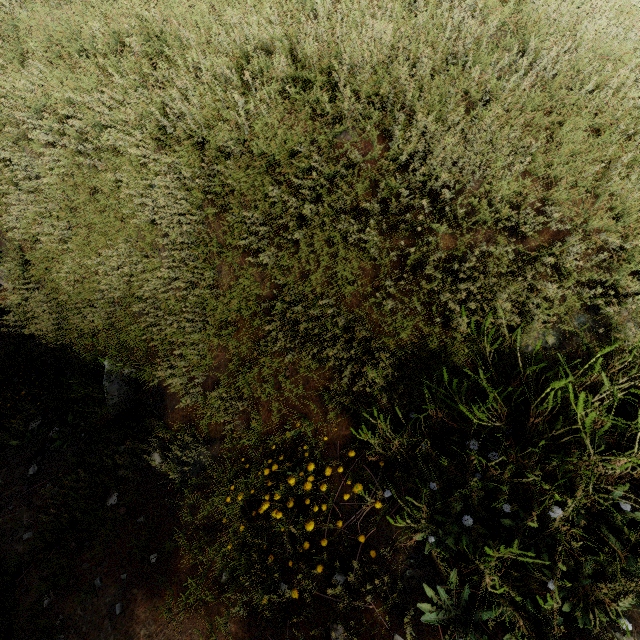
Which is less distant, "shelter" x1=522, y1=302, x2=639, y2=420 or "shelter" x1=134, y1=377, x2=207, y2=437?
"shelter" x1=522, y1=302, x2=639, y2=420

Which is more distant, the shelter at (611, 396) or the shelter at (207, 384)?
the shelter at (207, 384)

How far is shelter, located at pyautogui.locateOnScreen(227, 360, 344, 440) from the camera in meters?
2.3

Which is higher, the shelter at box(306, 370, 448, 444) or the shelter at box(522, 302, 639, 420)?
the shelter at box(522, 302, 639, 420)

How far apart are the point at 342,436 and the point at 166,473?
1.4 meters

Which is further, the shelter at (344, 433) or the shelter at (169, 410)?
the shelter at (169, 410)

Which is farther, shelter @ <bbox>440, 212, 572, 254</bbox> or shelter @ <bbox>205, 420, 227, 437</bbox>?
shelter @ <bbox>205, 420, 227, 437</bbox>
